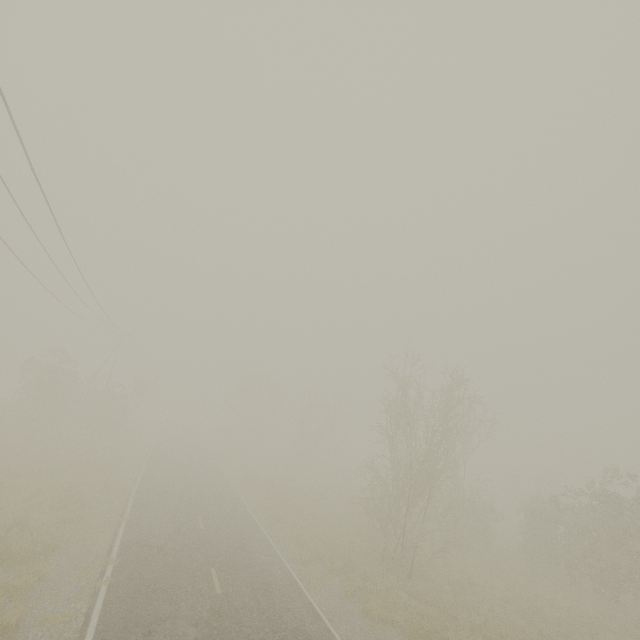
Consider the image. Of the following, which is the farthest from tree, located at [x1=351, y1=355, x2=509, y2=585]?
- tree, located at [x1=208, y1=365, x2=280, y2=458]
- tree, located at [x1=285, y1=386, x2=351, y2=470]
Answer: tree, located at [x1=208, y1=365, x2=280, y2=458]

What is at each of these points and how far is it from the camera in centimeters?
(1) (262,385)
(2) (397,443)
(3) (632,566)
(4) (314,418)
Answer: (1) tree, 5944cm
(2) tree, 2403cm
(3) tree, 1858cm
(4) tree, 4722cm

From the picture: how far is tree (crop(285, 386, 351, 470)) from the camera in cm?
4491

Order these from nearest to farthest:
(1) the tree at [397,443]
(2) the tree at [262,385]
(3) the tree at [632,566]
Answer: (1) the tree at [397,443], (3) the tree at [632,566], (2) the tree at [262,385]

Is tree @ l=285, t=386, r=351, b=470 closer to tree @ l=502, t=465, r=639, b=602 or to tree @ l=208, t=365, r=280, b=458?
tree @ l=208, t=365, r=280, b=458

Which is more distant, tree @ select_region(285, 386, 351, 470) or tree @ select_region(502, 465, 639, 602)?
tree @ select_region(285, 386, 351, 470)

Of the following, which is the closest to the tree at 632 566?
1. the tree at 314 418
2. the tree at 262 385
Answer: the tree at 314 418
